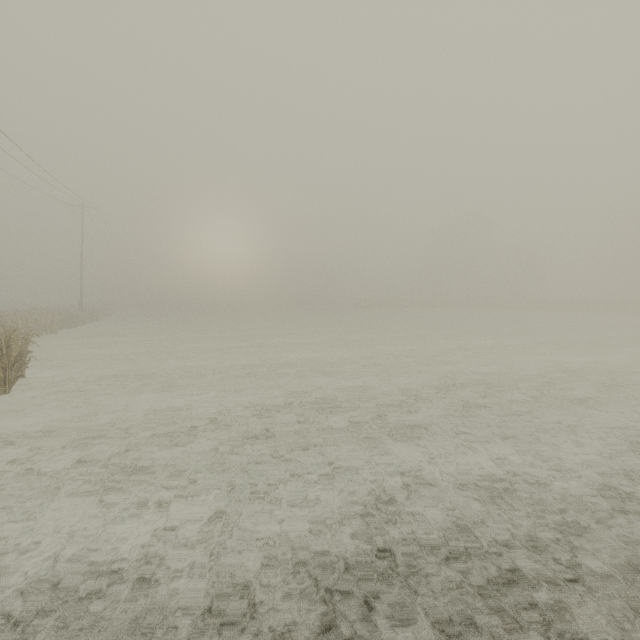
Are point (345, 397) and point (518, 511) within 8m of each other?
yes
